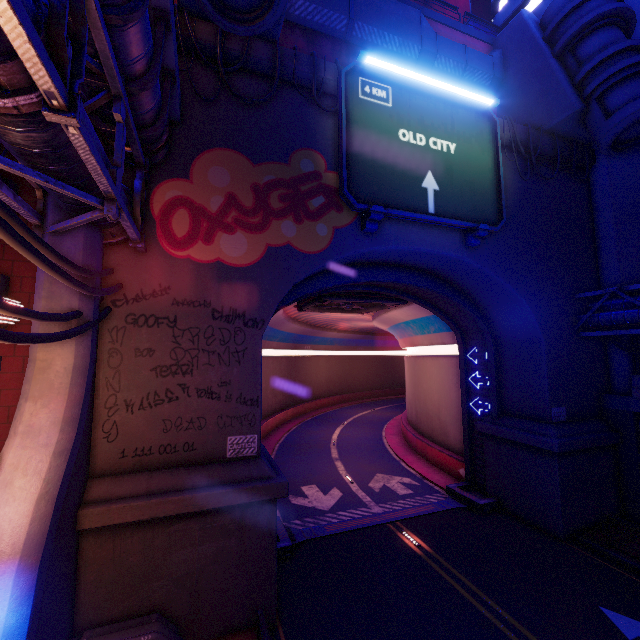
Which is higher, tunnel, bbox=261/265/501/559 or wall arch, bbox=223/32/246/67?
wall arch, bbox=223/32/246/67

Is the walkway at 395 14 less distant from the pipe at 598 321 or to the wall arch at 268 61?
the wall arch at 268 61

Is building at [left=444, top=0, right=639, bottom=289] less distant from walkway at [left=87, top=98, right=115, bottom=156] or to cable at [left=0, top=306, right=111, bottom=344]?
walkway at [left=87, top=98, right=115, bottom=156]

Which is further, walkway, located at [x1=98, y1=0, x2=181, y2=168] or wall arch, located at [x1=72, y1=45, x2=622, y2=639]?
wall arch, located at [x1=72, y1=45, x2=622, y2=639]

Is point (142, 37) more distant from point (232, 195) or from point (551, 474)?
point (551, 474)

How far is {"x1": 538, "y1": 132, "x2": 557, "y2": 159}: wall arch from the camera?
15.9 meters

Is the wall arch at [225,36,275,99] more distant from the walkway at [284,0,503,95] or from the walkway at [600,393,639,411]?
the walkway at [284,0,503,95]

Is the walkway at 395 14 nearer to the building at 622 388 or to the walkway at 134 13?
the walkway at 134 13
